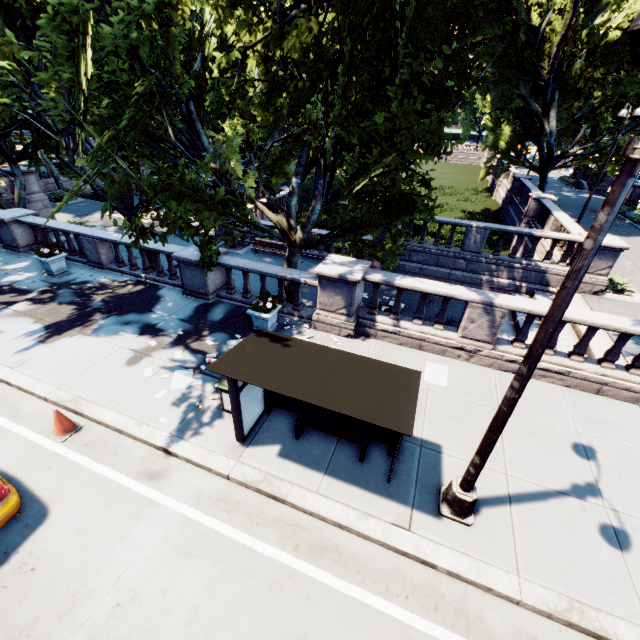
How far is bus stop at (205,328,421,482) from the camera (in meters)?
4.80

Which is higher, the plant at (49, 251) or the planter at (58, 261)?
the plant at (49, 251)

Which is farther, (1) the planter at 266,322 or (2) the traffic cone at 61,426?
(1) the planter at 266,322

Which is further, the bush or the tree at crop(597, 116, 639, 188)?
the tree at crop(597, 116, 639, 188)

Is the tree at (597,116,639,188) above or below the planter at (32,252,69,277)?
above

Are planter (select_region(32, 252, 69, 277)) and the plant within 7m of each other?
yes

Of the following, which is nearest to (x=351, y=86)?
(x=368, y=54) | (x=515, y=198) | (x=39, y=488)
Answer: (x=368, y=54)

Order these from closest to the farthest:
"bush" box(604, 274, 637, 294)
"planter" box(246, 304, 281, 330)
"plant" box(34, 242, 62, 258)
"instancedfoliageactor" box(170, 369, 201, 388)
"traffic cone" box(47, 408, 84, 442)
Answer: "traffic cone" box(47, 408, 84, 442) < "instancedfoliageactor" box(170, 369, 201, 388) < "planter" box(246, 304, 281, 330) < "plant" box(34, 242, 62, 258) < "bush" box(604, 274, 637, 294)
